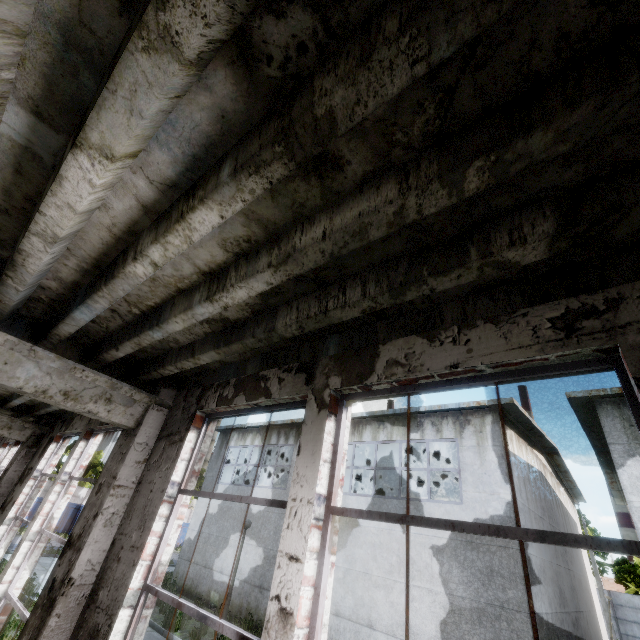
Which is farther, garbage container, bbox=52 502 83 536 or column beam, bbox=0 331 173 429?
garbage container, bbox=52 502 83 536

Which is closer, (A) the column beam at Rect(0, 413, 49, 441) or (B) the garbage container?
(A) the column beam at Rect(0, 413, 49, 441)

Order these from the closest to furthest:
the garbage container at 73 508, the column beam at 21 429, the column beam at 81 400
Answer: the column beam at 81 400 → the column beam at 21 429 → the garbage container at 73 508

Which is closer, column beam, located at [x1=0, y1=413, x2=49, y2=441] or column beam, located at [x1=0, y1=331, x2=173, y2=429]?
column beam, located at [x1=0, y1=331, x2=173, y2=429]

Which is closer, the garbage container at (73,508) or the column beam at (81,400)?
the column beam at (81,400)

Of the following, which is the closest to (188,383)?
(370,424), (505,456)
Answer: (505,456)

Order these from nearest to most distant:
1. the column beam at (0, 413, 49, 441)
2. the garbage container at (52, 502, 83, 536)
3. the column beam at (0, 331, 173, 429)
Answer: the column beam at (0, 331, 173, 429)
the column beam at (0, 413, 49, 441)
the garbage container at (52, 502, 83, 536)

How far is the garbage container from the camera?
26.6 meters
